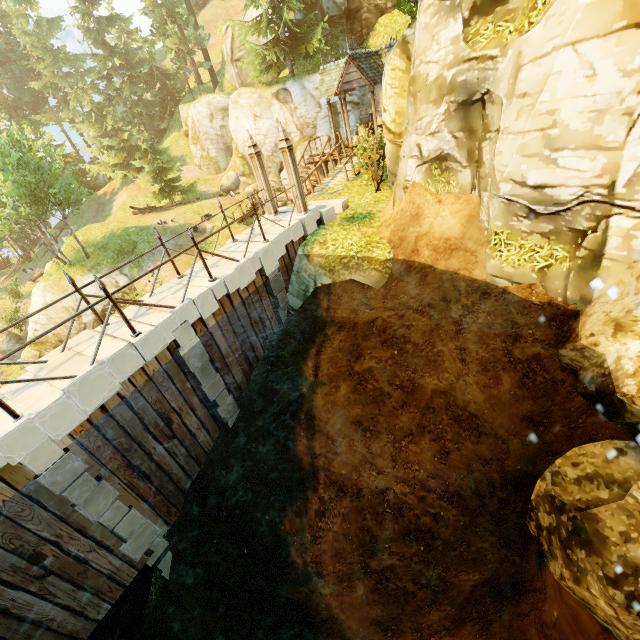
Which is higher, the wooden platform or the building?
the building

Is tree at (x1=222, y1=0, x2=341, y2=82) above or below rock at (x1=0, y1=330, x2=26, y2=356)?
above

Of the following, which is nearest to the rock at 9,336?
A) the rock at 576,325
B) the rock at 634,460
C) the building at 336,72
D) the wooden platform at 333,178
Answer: the wooden platform at 333,178

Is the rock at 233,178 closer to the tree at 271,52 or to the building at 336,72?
the tree at 271,52

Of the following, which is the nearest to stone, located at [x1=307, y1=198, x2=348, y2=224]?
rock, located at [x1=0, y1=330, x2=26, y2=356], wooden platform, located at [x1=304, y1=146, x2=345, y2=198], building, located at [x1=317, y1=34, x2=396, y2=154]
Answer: wooden platform, located at [x1=304, y1=146, x2=345, y2=198]

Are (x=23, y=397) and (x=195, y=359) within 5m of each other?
yes

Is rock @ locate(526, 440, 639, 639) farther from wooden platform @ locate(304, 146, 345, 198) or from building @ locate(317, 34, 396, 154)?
building @ locate(317, 34, 396, 154)

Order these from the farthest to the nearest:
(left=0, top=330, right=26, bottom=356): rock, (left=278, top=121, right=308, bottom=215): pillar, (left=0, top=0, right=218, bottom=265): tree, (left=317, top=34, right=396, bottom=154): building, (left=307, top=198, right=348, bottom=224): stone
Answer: (left=0, top=330, right=26, bottom=356): rock < (left=0, top=0, right=218, bottom=265): tree < (left=317, top=34, right=396, bottom=154): building < (left=307, top=198, right=348, bottom=224): stone < (left=278, top=121, right=308, bottom=215): pillar
